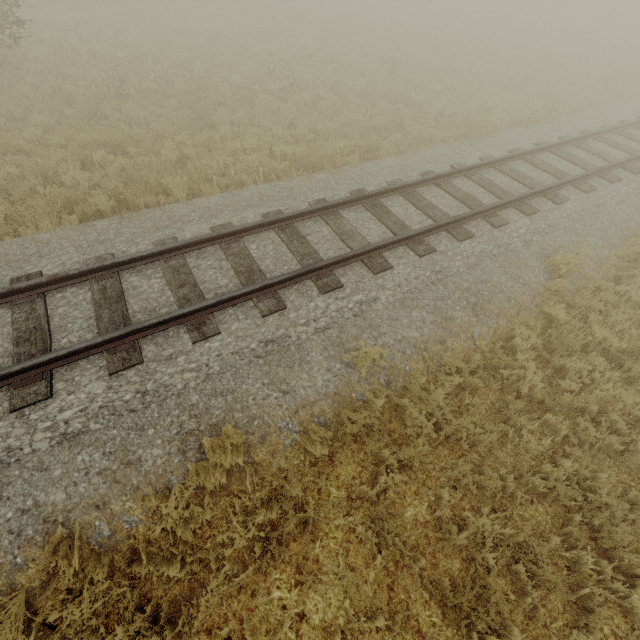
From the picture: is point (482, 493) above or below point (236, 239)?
below
